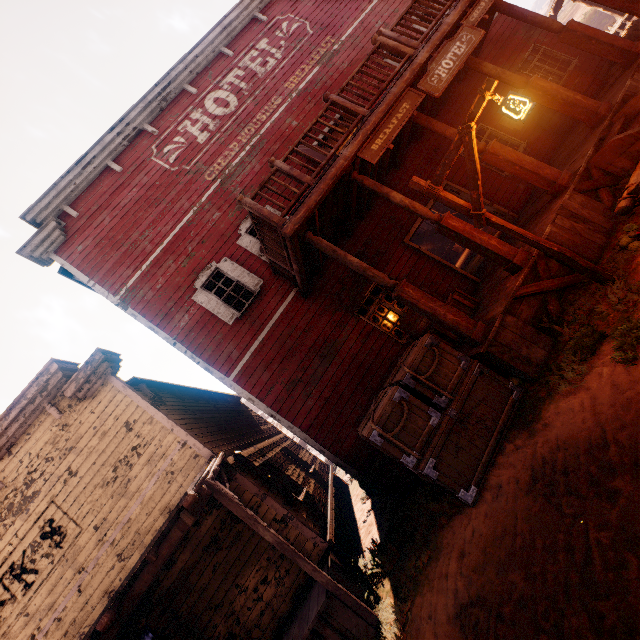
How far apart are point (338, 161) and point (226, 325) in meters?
4.9

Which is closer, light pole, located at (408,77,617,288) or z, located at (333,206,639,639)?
z, located at (333,206,639,639)

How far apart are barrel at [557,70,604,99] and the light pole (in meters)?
7.04

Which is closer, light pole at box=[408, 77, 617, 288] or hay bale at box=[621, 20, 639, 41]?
light pole at box=[408, 77, 617, 288]

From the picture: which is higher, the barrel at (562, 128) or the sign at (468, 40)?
the sign at (468, 40)

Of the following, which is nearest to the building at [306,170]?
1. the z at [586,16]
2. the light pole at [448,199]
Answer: the z at [586,16]

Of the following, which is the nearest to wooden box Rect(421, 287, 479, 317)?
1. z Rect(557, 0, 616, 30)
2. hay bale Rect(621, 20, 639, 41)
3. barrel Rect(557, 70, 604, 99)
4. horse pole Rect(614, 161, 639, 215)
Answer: z Rect(557, 0, 616, 30)
